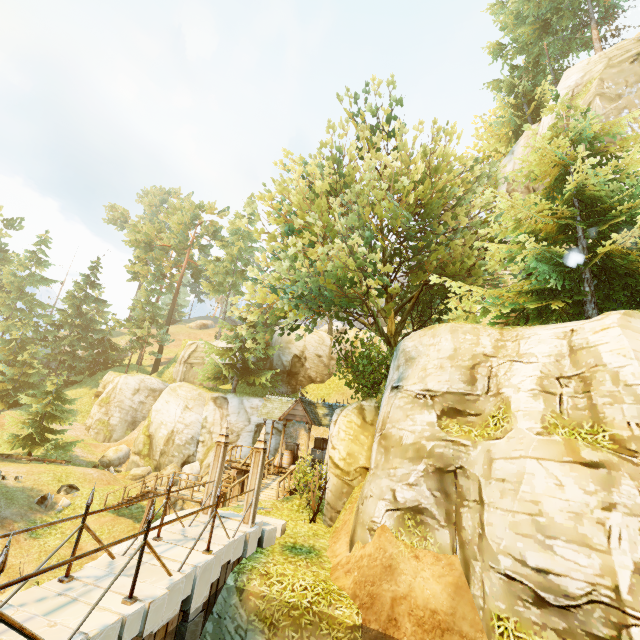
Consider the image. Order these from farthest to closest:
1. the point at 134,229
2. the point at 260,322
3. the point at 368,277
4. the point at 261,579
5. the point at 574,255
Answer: the point at 134,229
the point at 260,322
the point at 368,277
the point at 574,255
the point at 261,579

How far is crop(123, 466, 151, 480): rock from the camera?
23.5m

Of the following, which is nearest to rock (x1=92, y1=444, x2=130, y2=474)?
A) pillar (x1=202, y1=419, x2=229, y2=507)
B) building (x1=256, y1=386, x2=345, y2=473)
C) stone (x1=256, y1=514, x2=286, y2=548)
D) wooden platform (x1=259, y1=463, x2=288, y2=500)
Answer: wooden platform (x1=259, y1=463, x2=288, y2=500)

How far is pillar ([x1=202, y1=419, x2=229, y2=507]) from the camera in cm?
962

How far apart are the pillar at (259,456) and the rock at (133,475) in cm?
1889

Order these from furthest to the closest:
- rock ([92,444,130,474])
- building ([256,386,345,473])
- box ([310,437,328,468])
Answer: rock ([92,444,130,474]), box ([310,437,328,468]), building ([256,386,345,473])

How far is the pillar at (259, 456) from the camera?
9.2 meters

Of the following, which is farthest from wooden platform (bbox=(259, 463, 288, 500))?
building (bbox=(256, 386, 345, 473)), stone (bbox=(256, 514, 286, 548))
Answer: stone (bbox=(256, 514, 286, 548))
